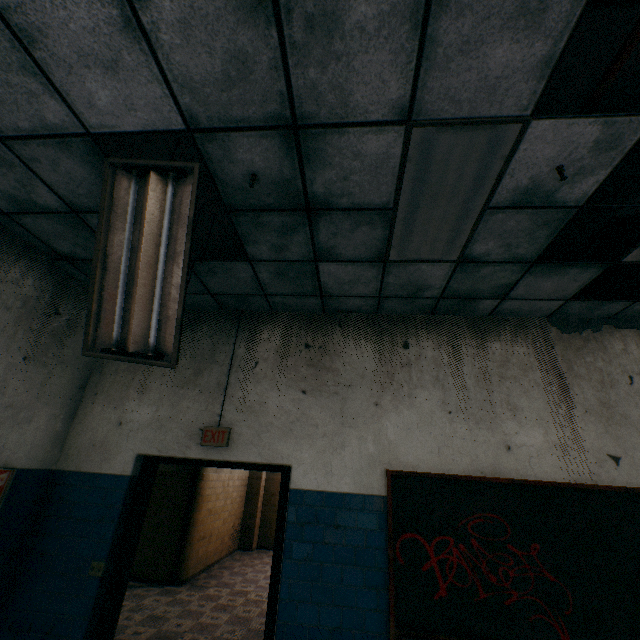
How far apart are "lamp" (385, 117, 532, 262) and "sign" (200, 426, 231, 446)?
2.4m

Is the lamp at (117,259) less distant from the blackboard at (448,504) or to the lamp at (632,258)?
the blackboard at (448,504)

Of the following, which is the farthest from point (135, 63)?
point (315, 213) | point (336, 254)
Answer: point (336, 254)

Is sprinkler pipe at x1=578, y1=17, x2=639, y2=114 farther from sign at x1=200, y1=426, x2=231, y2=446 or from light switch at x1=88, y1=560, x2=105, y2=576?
light switch at x1=88, y1=560, x2=105, y2=576

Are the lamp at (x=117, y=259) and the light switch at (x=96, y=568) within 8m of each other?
yes

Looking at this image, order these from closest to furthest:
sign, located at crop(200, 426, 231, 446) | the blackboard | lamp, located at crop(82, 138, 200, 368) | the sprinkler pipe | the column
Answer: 1. the sprinkler pipe
2. lamp, located at crop(82, 138, 200, 368)
3. the blackboard
4. sign, located at crop(200, 426, 231, 446)
5. the column

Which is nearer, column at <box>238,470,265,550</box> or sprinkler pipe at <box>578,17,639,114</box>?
sprinkler pipe at <box>578,17,639,114</box>

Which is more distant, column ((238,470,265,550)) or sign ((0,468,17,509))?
column ((238,470,265,550))
